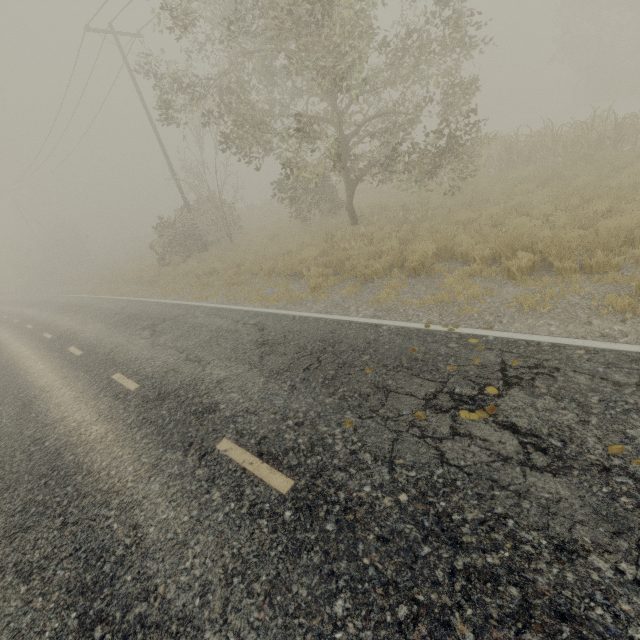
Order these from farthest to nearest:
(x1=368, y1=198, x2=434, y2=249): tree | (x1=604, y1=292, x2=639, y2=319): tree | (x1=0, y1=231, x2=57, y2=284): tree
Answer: (x1=0, y1=231, x2=57, y2=284): tree, (x1=368, y1=198, x2=434, y2=249): tree, (x1=604, y1=292, x2=639, y2=319): tree

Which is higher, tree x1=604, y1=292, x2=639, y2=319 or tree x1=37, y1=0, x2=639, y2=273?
tree x1=37, y1=0, x2=639, y2=273

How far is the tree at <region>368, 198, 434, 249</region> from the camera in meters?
10.8

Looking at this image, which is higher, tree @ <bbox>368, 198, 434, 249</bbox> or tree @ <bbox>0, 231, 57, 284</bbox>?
tree @ <bbox>0, 231, 57, 284</bbox>

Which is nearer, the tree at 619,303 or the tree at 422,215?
the tree at 619,303

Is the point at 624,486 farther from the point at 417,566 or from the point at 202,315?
the point at 202,315

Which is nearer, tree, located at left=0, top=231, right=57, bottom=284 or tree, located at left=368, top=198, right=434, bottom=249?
tree, located at left=368, top=198, right=434, bottom=249

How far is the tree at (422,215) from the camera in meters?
10.8
